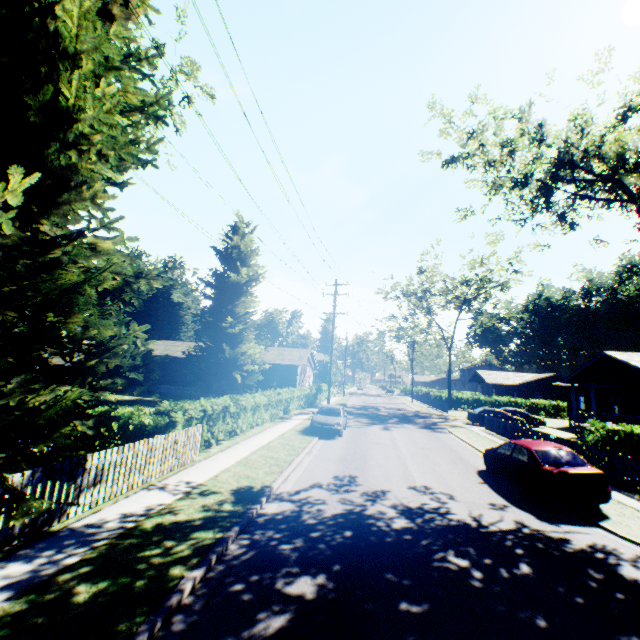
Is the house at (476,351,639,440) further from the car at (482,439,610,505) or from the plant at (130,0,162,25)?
the plant at (130,0,162,25)

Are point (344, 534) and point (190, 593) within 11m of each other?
yes

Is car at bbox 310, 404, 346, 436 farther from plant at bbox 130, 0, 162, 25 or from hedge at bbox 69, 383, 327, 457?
plant at bbox 130, 0, 162, 25

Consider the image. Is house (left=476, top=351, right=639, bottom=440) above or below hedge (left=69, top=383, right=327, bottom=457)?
above

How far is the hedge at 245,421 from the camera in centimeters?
1030cm

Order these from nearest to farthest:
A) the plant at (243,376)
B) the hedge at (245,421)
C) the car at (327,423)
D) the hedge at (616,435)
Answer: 1. the plant at (243,376)
2. the hedge at (245,421)
3. the hedge at (616,435)
4. the car at (327,423)

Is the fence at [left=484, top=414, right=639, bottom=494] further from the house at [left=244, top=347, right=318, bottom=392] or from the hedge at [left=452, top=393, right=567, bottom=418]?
the hedge at [left=452, top=393, right=567, bottom=418]

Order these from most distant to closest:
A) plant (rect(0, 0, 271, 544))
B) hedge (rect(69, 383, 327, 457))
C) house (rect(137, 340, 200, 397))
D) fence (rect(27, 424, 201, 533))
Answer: house (rect(137, 340, 200, 397)), hedge (rect(69, 383, 327, 457)), fence (rect(27, 424, 201, 533)), plant (rect(0, 0, 271, 544))
